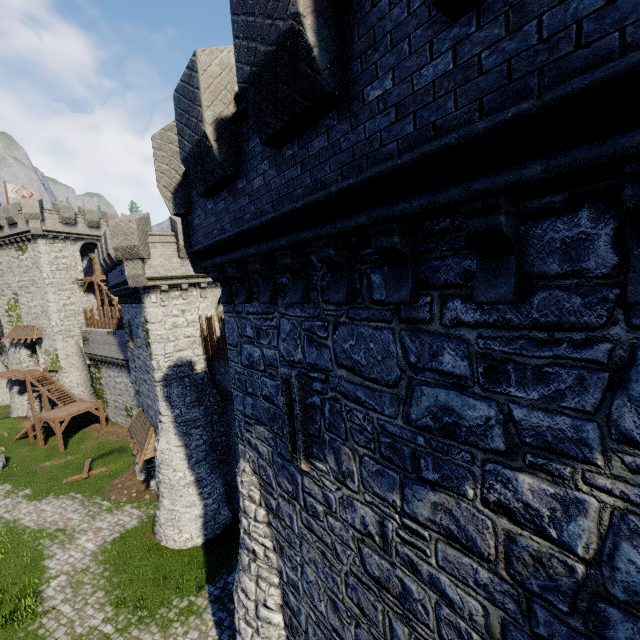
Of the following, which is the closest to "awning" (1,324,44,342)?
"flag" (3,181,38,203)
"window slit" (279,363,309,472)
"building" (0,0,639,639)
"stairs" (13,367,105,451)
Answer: "stairs" (13,367,105,451)

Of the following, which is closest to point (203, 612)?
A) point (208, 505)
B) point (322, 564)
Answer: point (208, 505)

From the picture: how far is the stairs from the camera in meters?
28.7 m

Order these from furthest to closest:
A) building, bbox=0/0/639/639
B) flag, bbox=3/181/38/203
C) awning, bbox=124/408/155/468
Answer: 1. flag, bbox=3/181/38/203
2. awning, bbox=124/408/155/468
3. building, bbox=0/0/639/639

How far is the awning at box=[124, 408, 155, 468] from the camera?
18.03m

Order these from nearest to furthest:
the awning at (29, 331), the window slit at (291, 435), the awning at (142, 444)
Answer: the window slit at (291, 435) → the awning at (142, 444) → the awning at (29, 331)

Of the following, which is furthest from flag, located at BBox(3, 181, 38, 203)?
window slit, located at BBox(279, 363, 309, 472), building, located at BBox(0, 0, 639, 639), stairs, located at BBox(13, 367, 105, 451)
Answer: window slit, located at BBox(279, 363, 309, 472)

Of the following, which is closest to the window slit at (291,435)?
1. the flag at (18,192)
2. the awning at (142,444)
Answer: the awning at (142,444)
